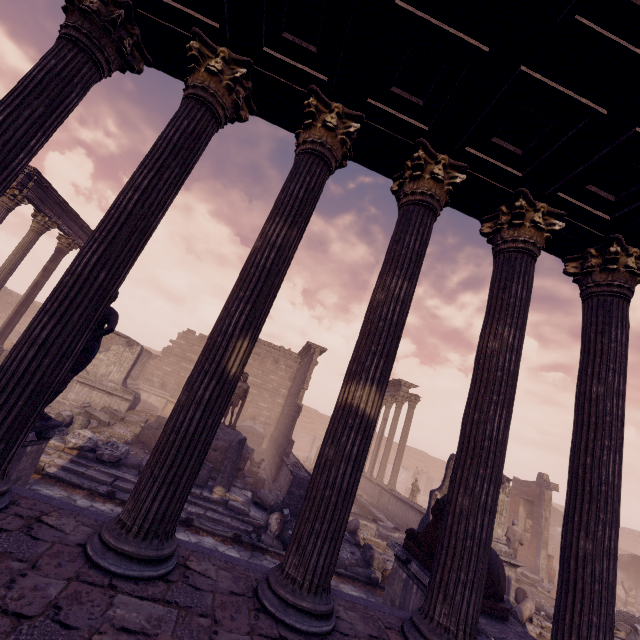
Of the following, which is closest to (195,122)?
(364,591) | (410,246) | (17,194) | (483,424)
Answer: (410,246)

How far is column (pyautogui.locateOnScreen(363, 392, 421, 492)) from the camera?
18.39m

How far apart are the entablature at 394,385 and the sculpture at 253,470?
10.3m

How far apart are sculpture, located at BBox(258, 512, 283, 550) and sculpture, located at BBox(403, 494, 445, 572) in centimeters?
379cm

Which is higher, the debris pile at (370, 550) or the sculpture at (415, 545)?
the sculpture at (415, 545)

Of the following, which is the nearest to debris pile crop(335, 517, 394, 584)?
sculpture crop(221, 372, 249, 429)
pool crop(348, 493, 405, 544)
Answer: pool crop(348, 493, 405, 544)

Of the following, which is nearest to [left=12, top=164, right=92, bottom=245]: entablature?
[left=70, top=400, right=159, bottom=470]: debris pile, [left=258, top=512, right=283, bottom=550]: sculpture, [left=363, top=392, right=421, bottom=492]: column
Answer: [left=70, top=400, right=159, bottom=470]: debris pile

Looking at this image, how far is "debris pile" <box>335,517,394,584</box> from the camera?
9.13m
